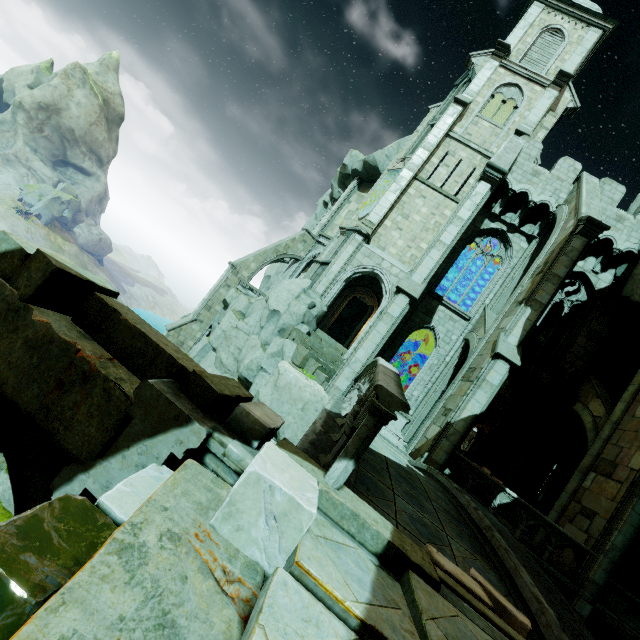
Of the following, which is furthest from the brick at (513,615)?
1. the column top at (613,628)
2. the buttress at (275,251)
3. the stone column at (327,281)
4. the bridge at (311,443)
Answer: the buttress at (275,251)

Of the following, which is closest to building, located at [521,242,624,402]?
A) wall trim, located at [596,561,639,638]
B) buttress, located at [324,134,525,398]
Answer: buttress, located at [324,134,525,398]

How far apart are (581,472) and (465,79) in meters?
23.4

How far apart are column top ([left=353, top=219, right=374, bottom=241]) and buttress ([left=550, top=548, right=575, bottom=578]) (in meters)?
13.23

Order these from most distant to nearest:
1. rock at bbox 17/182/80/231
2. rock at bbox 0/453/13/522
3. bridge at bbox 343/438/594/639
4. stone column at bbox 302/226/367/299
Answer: rock at bbox 17/182/80/231 < stone column at bbox 302/226/367/299 < rock at bbox 0/453/13/522 < bridge at bbox 343/438/594/639

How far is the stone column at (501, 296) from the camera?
17.31m

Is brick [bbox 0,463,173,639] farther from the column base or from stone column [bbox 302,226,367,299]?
the column base

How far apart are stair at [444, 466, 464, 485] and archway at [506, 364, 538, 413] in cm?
380
